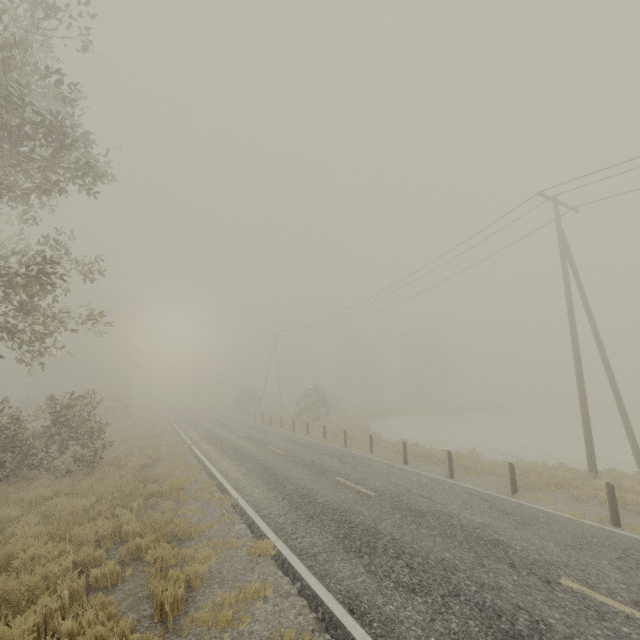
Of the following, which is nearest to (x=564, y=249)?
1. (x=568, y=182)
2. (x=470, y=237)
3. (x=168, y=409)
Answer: (x=568, y=182)

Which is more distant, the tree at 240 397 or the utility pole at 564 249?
the tree at 240 397

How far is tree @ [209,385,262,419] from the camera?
43.7 meters

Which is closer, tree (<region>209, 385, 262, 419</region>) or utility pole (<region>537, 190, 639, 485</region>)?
utility pole (<region>537, 190, 639, 485</region>)

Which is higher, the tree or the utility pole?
the utility pole

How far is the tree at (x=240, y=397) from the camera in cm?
4375
